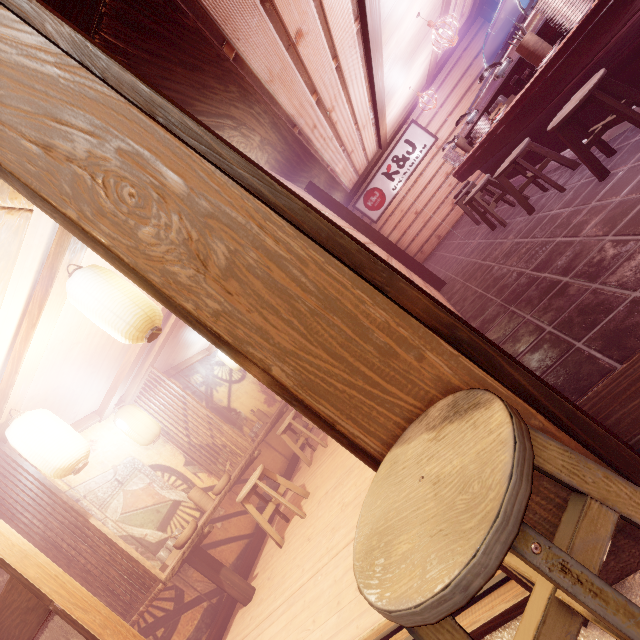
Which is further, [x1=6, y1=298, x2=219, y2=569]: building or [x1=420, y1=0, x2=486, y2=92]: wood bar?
[x1=420, y1=0, x2=486, y2=92]: wood bar

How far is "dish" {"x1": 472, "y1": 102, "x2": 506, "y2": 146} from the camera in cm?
678

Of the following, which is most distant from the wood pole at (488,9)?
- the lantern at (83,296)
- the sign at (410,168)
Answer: the lantern at (83,296)

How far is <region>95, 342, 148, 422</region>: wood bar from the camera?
7.38m

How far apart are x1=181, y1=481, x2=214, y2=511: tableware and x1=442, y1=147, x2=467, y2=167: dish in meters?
12.8 m

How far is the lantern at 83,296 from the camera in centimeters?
376cm

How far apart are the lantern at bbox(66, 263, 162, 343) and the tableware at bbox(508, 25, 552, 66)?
7.54m

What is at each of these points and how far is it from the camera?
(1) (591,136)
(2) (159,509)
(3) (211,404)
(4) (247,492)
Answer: (1) chair, 4.9m
(2) building, 7.4m
(3) building, 10.9m
(4) chair, 6.6m
